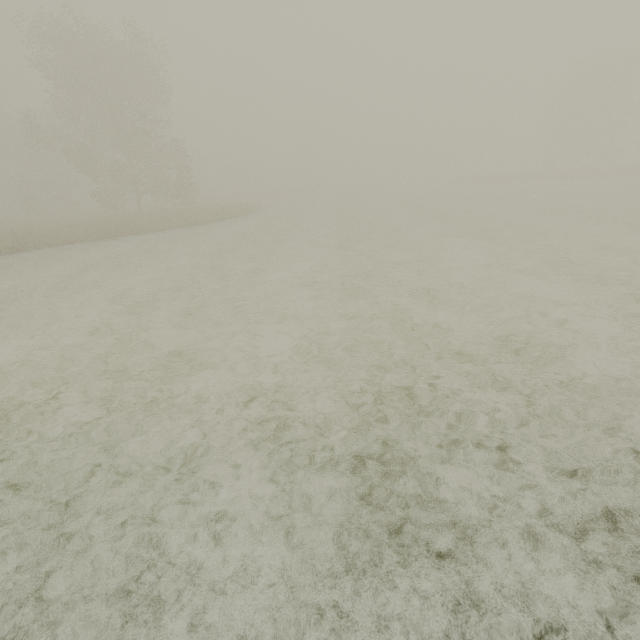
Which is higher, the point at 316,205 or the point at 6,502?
the point at 316,205
